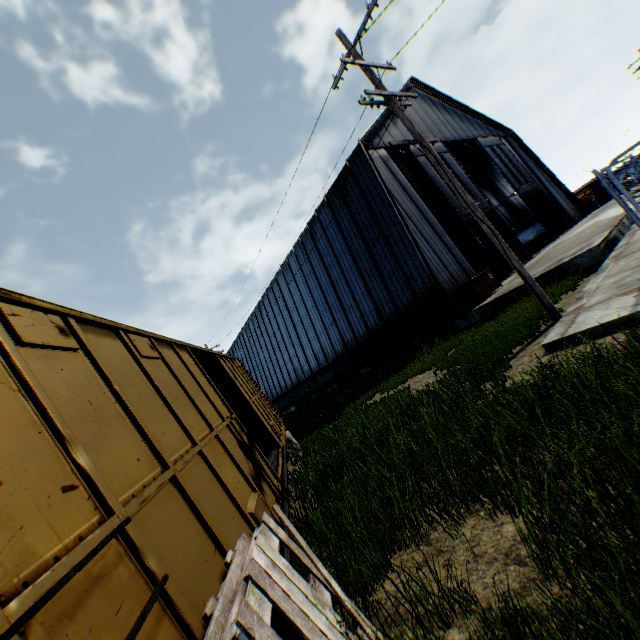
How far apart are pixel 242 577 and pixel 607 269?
10.9 meters

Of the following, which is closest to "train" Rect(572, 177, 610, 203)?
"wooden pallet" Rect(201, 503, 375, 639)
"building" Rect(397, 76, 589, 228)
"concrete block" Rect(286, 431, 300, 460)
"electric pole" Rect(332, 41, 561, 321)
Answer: "building" Rect(397, 76, 589, 228)

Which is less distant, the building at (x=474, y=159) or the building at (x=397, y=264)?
the building at (x=397, y=264)

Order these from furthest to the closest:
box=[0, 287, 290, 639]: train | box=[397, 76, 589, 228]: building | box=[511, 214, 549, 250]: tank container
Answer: box=[511, 214, 549, 250]: tank container < box=[397, 76, 589, 228]: building < box=[0, 287, 290, 639]: train

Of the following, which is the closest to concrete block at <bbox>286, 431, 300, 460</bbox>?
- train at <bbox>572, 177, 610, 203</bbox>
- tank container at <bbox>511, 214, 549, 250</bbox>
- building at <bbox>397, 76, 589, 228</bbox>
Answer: building at <bbox>397, 76, 589, 228</bbox>

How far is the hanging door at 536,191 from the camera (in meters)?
21.72

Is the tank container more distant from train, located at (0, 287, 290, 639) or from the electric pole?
train, located at (0, 287, 290, 639)

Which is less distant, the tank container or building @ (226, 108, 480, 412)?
building @ (226, 108, 480, 412)
